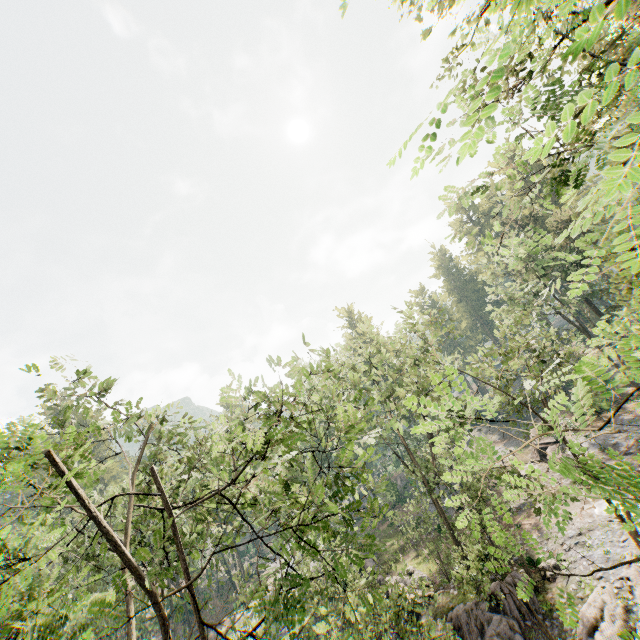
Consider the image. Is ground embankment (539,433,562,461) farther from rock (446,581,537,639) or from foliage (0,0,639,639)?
rock (446,581,537,639)

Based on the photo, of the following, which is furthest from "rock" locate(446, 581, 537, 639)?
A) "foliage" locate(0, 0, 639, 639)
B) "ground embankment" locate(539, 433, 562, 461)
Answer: "ground embankment" locate(539, 433, 562, 461)

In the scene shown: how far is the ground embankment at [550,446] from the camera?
31.25m

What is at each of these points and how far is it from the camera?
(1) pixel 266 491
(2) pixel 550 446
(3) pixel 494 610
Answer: (1) foliage, 5.5 meters
(2) ground embankment, 32.7 meters
(3) rock, 18.6 meters

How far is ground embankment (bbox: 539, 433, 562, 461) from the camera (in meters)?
31.25

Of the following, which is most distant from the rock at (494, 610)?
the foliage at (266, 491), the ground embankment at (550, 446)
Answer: the ground embankment at (550, 446)

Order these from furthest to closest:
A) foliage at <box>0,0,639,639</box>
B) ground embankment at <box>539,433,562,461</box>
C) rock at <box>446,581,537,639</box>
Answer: ground embankment at <box>539,433,562,461</box> → rock at <box>446,581,537,639</box> → foliage at <box>0,0,639,639</box>
